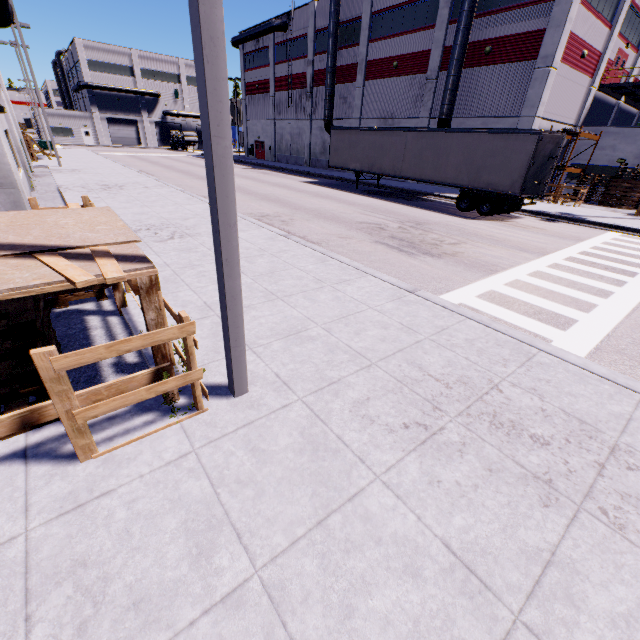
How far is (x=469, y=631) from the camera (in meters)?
Result: 2.04

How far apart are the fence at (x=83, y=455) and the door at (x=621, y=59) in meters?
36.4 m

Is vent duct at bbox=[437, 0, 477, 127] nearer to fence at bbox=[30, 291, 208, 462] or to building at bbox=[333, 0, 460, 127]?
building at bbox=[333, 0, 460, 127]

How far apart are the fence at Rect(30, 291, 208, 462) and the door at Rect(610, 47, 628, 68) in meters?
36.4

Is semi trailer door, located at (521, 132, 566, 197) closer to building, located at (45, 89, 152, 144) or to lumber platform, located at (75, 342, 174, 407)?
building, located at (45, 89, 152, 144)

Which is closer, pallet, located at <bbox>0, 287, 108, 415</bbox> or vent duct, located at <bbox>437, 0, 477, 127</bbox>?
pallet, located at <bbox>0, 287, 108, 415</bbox>

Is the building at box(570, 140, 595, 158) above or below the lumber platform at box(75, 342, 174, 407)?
above

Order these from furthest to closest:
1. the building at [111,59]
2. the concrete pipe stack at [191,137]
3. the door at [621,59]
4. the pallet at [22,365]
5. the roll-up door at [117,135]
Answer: the roll-up door at [117,135] → the concrete pipe stack at [191,137] → the building at [111,59] → the door at [621,59] → the pallet at [22,365]
